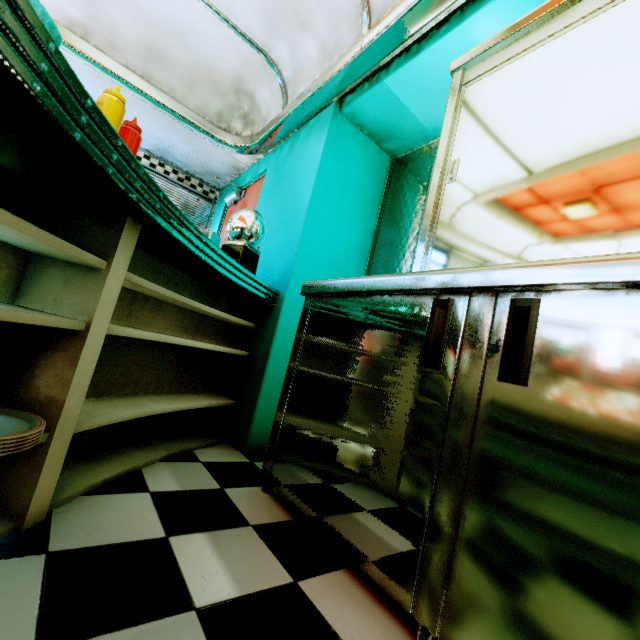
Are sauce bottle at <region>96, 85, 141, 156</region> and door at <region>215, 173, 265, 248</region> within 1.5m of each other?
no

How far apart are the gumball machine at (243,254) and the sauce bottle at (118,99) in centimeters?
102cm

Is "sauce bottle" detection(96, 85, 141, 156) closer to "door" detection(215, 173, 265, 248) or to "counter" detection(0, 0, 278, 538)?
"counter" detection(0, 0, 278, 538)

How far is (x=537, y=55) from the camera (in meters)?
1.30

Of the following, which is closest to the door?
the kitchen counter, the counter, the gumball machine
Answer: the counter

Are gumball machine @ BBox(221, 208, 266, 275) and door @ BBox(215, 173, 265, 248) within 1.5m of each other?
yes

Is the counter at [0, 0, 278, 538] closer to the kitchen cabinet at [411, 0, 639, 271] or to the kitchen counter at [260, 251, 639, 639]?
the kitchen counter at [260, 251, 639, 639]

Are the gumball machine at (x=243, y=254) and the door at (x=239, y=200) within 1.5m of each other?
yes
